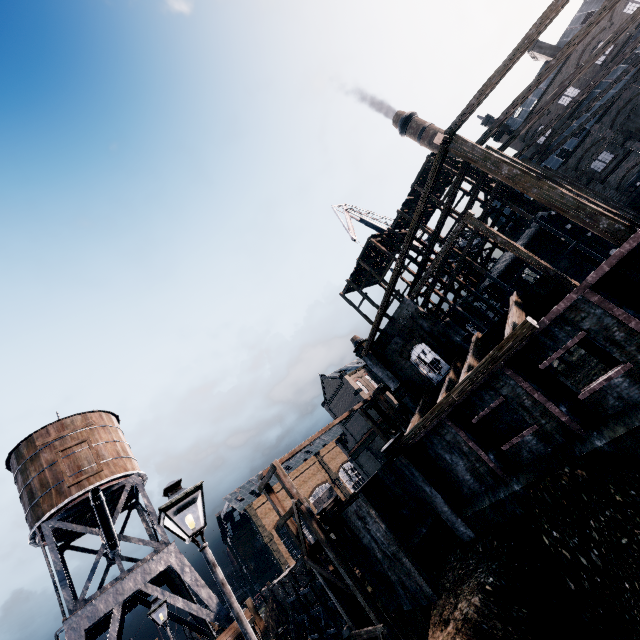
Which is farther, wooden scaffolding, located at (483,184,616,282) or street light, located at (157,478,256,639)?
wooden scaffolding, located at (483,184,616,282)

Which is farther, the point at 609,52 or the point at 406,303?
the point at 609,52

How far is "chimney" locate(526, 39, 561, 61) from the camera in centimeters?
4178cm

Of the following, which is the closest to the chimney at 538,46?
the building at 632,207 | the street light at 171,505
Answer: the building at 632,207

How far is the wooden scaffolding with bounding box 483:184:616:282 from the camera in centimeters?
2681cm

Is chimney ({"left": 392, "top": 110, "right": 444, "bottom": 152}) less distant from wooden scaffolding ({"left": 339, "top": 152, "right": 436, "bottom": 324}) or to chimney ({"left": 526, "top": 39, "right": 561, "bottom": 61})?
chimney ({"left": 526, "top": 39, "right": 561, "bottom": 61})

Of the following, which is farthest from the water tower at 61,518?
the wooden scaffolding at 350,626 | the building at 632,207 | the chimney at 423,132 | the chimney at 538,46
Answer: the chimney at 538,46
